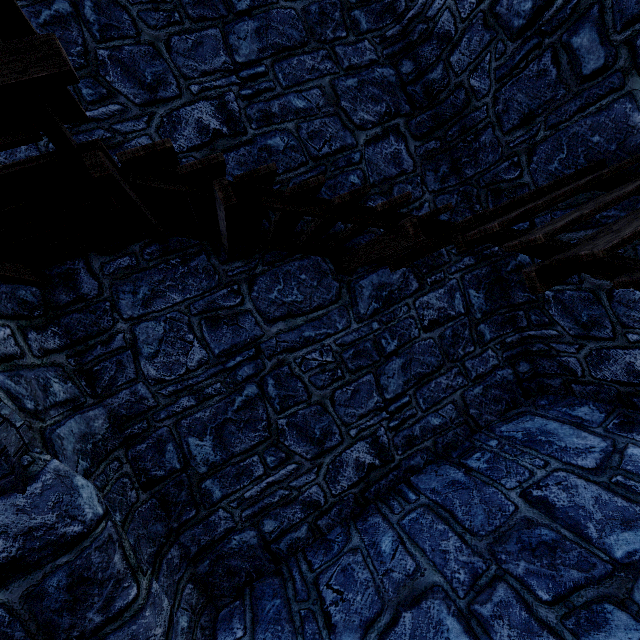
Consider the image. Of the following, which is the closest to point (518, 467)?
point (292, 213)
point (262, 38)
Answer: point (292, 213)
